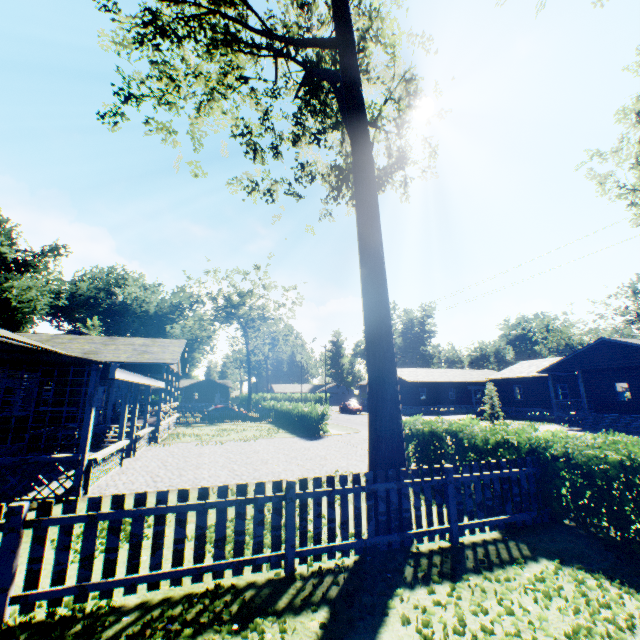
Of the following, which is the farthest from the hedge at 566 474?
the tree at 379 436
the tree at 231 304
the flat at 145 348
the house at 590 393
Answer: the tree at 231 304

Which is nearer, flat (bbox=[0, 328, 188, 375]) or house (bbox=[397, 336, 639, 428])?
flat (bbox=[0, 328, 188, 375])

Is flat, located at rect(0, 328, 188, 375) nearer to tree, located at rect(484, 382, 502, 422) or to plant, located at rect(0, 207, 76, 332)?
plant, located at rect(0, 207, 76, 332)

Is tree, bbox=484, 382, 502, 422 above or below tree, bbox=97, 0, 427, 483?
below

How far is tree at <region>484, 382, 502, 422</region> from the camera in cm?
2897

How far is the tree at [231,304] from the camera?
46.8 meters

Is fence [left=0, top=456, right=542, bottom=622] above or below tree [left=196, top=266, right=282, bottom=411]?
below

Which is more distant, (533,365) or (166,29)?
(533,365)
